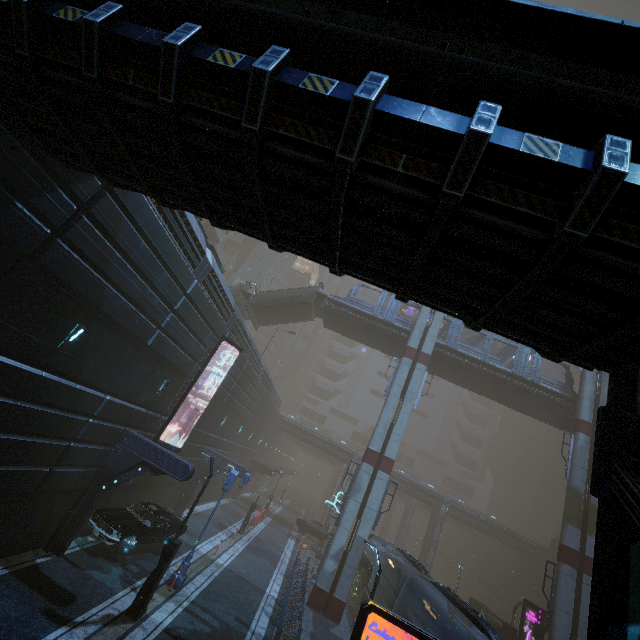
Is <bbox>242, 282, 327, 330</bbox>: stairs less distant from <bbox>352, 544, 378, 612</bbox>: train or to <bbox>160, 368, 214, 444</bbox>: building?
<bbox>160, 368, 214, 444</bbox>: building

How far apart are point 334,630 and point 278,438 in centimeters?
3822cm

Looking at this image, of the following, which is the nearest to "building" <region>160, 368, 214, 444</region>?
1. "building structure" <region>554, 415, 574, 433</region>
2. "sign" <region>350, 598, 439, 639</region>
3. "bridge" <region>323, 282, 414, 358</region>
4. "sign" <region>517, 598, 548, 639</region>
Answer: "sign" <region>350, 598, 439, 639</region>

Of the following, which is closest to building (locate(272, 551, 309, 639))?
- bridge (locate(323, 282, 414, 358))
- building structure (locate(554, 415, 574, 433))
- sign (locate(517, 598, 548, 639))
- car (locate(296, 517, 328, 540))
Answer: car (locate(296, 517, 328, 540))

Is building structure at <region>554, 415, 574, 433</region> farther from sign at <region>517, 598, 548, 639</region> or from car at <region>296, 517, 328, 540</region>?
car at <region>296, 517, 328, 540</region>

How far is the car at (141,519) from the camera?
13.5 meters

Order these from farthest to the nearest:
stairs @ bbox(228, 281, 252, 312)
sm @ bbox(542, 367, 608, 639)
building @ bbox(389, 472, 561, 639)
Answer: building @ bbox(389, 472, 561, 639)
stairs @ bbox(228, 281, 252, 312)
sm @ bbox(542, 367, 608, 639)

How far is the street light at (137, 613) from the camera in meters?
11.4
